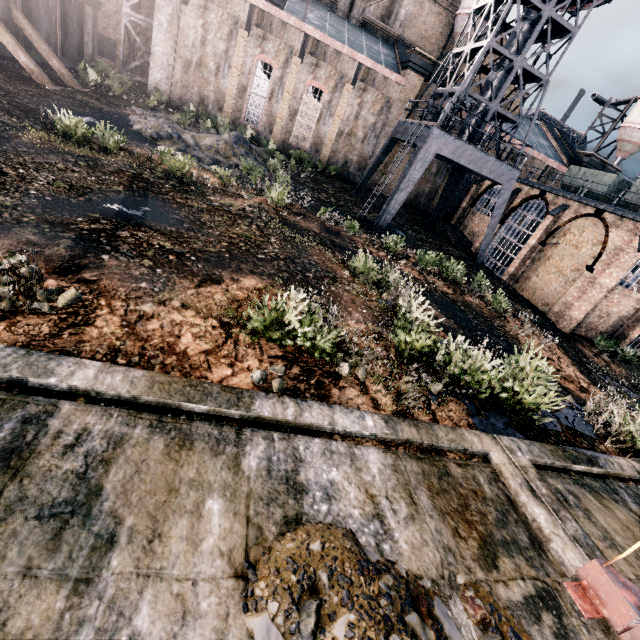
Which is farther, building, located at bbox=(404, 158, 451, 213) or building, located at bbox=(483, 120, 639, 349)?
building, located at bbox=(404, 158, 451, 213)

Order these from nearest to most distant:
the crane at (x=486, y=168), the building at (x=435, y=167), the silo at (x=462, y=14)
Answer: the crane at (x=486, y=168) < the silo at (x=462, y=14) < the building at (x=435, y=167)

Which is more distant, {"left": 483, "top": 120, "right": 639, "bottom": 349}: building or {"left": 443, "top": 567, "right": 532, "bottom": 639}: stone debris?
{"left": 483, "top": 120, "right": 639, "bottom": 349}: building

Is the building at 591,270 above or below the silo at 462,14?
below

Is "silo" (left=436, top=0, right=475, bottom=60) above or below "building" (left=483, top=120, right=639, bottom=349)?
above

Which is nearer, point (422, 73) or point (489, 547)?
point (489, 547)

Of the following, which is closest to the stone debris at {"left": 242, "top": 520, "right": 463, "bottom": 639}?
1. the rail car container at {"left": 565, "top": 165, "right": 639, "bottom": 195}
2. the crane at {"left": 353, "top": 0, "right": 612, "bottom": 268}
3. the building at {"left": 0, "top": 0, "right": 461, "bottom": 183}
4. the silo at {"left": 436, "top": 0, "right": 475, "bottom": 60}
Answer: the building at {"left": 0, "top": 0, "right": 461, "bottom": 183}

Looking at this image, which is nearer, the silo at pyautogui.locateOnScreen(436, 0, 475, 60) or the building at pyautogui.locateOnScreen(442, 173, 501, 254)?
the silo at pyautogui.locateOnScreen(436, 0, 475, 60)
